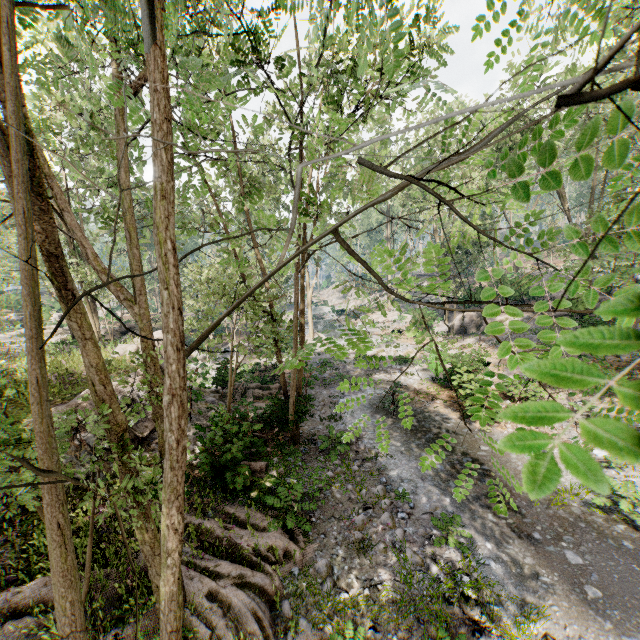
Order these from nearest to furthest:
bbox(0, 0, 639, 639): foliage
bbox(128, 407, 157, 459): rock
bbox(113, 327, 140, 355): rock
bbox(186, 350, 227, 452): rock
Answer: bbox(0, 0, 639, 639): foliage → bbox(186, 350, 227, 452): rock → bbox(128, 407, 157, 459): rock → bbox(113, 327, 140, 355): rock

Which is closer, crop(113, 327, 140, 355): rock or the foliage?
the foliage

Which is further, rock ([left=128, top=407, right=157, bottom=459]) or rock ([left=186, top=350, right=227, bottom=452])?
rock ([left=128, top=407, right=157, bottom=459])

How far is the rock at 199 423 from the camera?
10.3m

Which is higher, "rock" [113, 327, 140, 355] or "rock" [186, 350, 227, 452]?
"rock" [113, 327, 140, 355]

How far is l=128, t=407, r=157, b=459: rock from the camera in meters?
11.3

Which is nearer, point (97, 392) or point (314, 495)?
point (97, 392)
